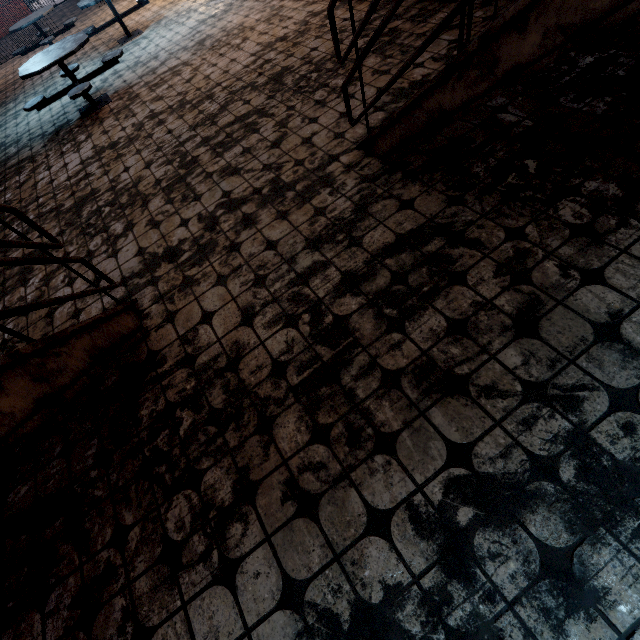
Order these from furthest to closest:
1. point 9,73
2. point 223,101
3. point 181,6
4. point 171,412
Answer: point 9,73
point 181,6
point 223,101
point 171,412
